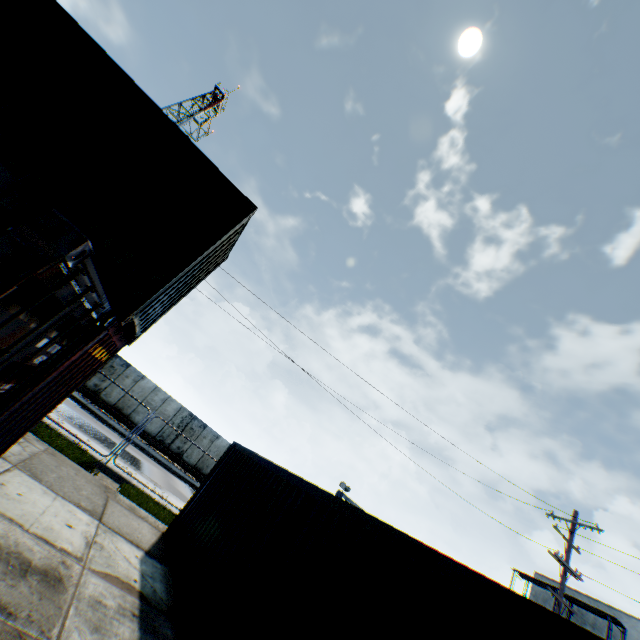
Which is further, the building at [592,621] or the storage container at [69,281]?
the building at [592,621]

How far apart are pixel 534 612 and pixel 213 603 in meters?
5.2

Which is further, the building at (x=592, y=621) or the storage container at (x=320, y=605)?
the building at (x=592, y=621)

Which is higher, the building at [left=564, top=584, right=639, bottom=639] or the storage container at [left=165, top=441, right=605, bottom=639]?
the building at [left=564, top=584, right=639, bottom=639]

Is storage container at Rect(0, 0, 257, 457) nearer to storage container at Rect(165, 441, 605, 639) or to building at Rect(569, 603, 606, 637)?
storage container at Rect(165, 441, 605, 639)

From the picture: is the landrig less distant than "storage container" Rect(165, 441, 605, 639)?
No

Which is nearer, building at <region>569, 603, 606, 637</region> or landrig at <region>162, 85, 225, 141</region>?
building at <region>569, 603, 606, 637</region>

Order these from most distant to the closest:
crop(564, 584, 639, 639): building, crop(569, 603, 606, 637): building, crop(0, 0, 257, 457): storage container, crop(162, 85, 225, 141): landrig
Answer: crop(162, 85, 225, 141): landrig → crop(569, 603, 606, 637): building → crop(564, 584, 639, 639): building → crop(0, 0, 257, 457): storage container
